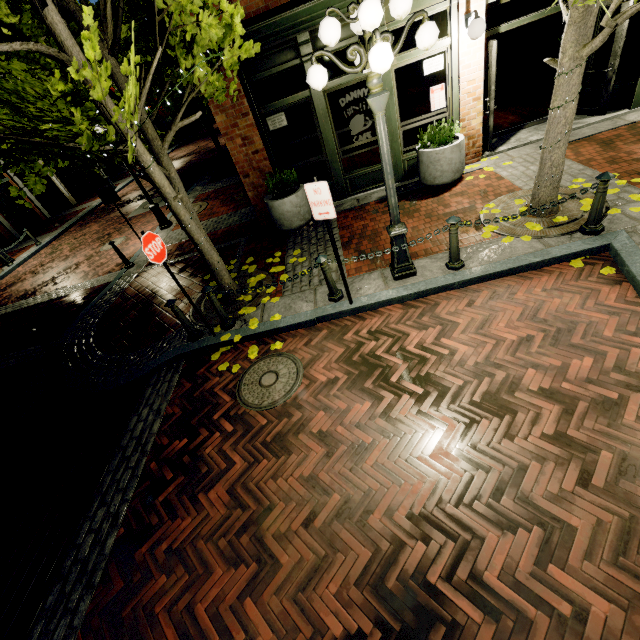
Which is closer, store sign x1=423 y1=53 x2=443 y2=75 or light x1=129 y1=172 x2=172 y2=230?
store sign x1=423 y1=53 x2=443 y2=75

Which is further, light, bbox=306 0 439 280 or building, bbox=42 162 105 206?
building, bbox=42 162 105 206

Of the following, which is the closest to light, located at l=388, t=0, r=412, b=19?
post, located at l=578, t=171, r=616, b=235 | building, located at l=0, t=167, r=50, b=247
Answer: post, located at l=578, t=171, r=616, b=235

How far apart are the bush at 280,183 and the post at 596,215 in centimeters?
551cm

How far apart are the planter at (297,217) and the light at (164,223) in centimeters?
521cm

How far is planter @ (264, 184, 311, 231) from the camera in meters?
7.5

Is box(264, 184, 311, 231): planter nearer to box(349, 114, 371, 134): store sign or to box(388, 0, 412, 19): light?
box(349, 114, 371, 134): store sign

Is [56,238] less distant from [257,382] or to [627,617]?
[257,382]
